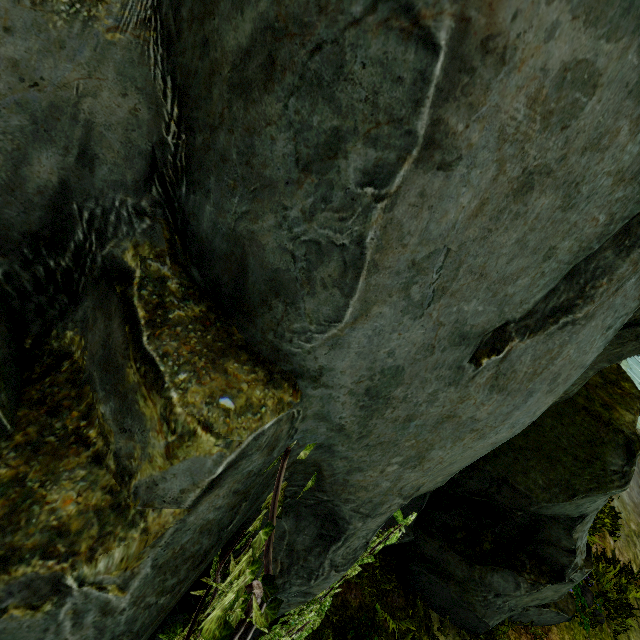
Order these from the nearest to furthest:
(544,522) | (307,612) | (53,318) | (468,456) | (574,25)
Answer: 1. (574,25)
2. (53,318)
3. (468,456)
4. (307,612)
5. (544,522)

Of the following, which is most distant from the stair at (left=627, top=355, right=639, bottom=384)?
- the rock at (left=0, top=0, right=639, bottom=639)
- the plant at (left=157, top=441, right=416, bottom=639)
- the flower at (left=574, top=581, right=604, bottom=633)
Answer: the plant at (left=157, top=441, right=416, bottom=639)

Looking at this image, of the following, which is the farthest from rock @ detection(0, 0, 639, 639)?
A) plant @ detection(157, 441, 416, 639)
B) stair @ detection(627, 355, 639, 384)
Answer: stair @ detection(627, 355, 639, 384)

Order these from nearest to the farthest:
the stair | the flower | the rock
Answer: the rock → the flower → the stair

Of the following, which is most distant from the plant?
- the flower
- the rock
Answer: the flower

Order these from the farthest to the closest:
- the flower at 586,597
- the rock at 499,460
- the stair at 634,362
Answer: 1. the stair at 634,362
2. the flower at 586,597
3. the rock at 499,460

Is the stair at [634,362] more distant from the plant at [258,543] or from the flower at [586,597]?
the plant at [258,543]

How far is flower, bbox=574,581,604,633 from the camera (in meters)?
6.11
